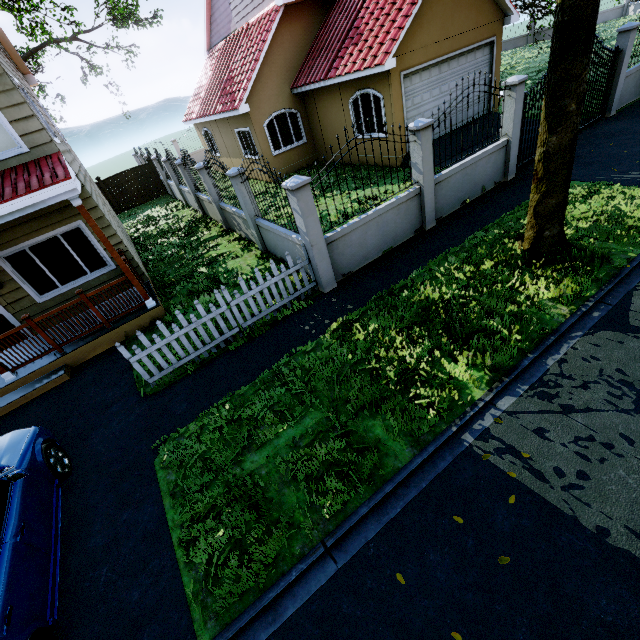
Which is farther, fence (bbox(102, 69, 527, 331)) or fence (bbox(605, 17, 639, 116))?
fence (bbox(605, 17, 639, 116))

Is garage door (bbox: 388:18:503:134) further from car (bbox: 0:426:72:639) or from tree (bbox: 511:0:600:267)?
car (bbox: 0:426:72:639)

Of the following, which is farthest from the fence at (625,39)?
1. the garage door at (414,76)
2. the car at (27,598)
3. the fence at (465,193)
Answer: the car at (27,598)

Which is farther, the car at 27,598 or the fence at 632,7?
the fence at 632,7

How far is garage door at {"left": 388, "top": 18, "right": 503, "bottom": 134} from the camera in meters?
11.1

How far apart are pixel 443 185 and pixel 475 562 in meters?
7.9

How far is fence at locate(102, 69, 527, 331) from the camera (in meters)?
6.59

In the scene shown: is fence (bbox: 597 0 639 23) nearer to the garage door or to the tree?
the tree
